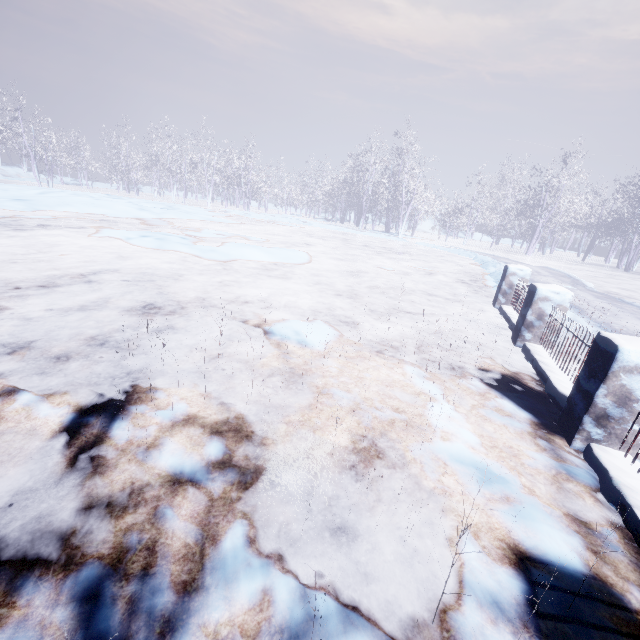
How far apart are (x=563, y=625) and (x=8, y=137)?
41.2m
